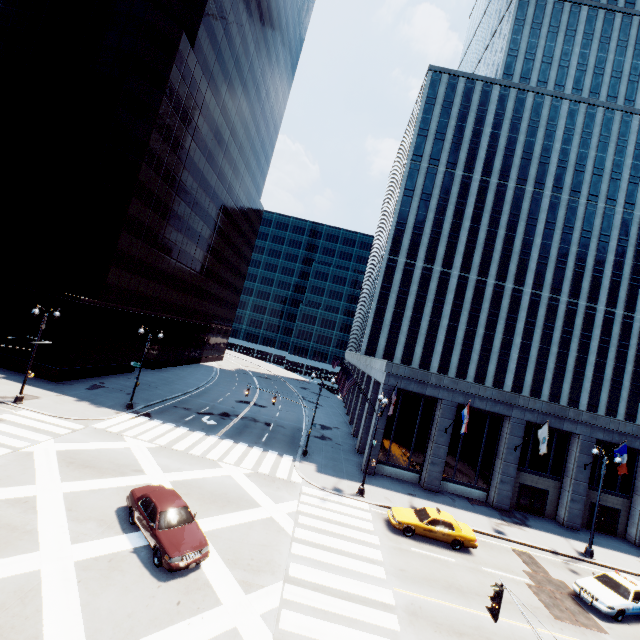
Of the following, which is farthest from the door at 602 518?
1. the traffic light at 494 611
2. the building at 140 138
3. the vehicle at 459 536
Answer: the building at 140 138

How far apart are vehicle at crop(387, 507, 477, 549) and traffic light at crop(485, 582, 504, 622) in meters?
11.1

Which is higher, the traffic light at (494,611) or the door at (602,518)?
the traffic light at (494,611)

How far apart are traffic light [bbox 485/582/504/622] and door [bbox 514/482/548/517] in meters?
23.6

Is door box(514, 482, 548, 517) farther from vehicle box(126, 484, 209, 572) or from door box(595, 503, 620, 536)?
vehicle box(126, 484, 209, 572)

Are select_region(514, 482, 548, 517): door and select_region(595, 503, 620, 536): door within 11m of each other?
yes

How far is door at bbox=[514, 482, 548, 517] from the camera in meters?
27.8

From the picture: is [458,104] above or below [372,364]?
above
